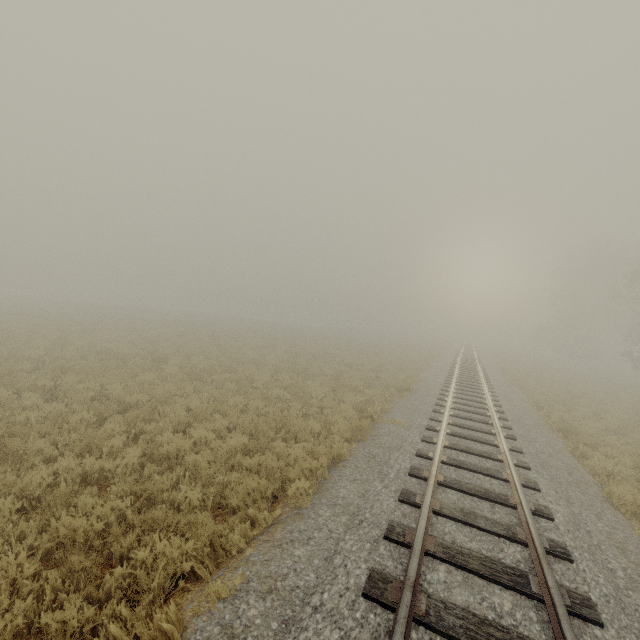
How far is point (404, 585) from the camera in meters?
3.6
